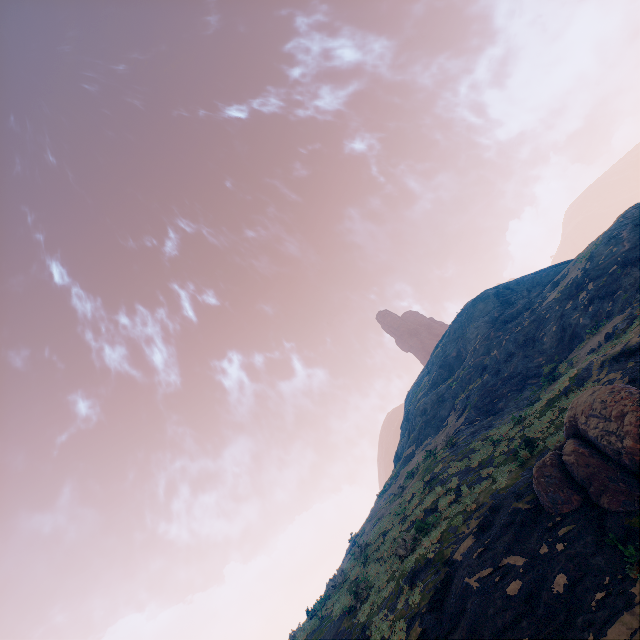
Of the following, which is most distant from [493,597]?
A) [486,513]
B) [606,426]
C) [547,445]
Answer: [547,445]

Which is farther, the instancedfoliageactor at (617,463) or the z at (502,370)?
the instancedfoliageactor at (617,463)

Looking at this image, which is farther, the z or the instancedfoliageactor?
the instancedfoliageactor
